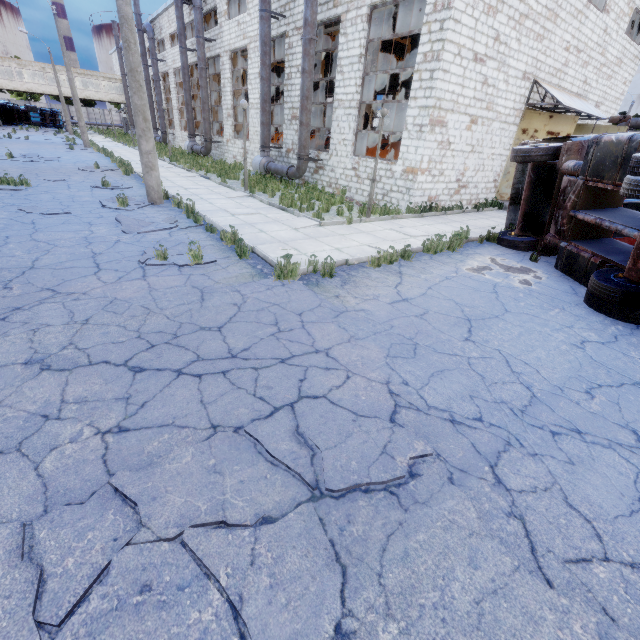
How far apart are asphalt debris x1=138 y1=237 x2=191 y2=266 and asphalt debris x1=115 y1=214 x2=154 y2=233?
0.55m

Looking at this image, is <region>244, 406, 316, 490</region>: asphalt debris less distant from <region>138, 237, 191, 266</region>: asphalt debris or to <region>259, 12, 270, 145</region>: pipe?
<region>138, 237, 191, 266</region>: asphalt debris

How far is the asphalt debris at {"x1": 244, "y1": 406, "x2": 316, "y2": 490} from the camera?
2.6m

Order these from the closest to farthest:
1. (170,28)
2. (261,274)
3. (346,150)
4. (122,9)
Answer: (261,274) < (122,9) < (346,150) < (170,28)

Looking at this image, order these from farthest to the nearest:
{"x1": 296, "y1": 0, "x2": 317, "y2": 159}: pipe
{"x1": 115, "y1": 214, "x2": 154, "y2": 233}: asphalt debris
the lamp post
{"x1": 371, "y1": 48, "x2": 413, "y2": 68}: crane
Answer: {"x1": 371, "y1": 48, "x2": 413, "y2": 68}: crane
{"x1": 296, "y1": 0, "x2": 317, "y2": 159}: pipe
the lamp post
{"x1": 115, "y1": 214, "x2": 154, "y2": 233}: asphalt debris

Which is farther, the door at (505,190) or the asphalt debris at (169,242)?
the door at (505,190)

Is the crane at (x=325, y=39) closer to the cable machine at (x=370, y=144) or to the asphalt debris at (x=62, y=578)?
the cable machine at (x=370, y=144)

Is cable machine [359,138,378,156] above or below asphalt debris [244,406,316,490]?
above
